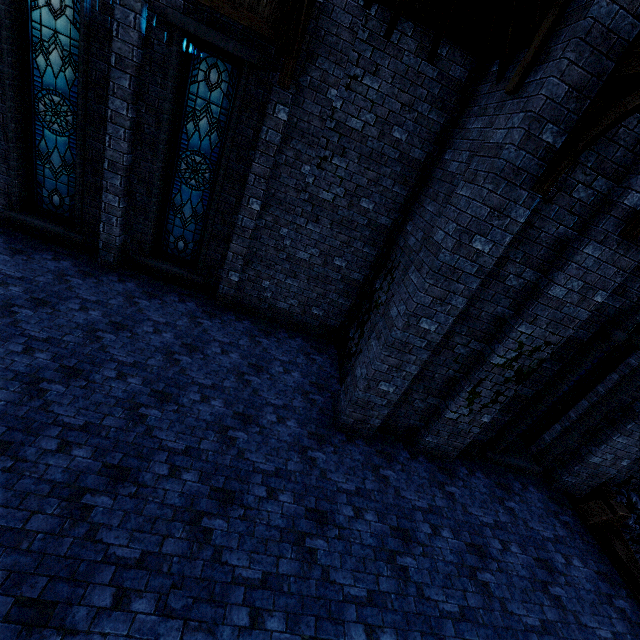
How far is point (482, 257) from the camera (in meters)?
4.82

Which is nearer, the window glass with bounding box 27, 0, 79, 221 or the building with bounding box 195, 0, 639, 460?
the building with bounding box 195, 0, 639, 460

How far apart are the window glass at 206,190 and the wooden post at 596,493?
11.51m

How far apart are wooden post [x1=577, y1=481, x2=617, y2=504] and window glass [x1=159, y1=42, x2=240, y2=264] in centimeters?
1151cm

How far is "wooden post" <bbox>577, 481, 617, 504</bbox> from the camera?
7.7 meters

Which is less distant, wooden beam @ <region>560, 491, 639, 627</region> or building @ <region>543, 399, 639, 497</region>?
wooden beam @ <region>560, 491, 639, 627</region>

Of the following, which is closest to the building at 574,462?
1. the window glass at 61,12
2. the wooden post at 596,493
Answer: the wooden post at 596,493

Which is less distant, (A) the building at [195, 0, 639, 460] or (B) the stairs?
(A) the building at [195, 0, 639, 460]
